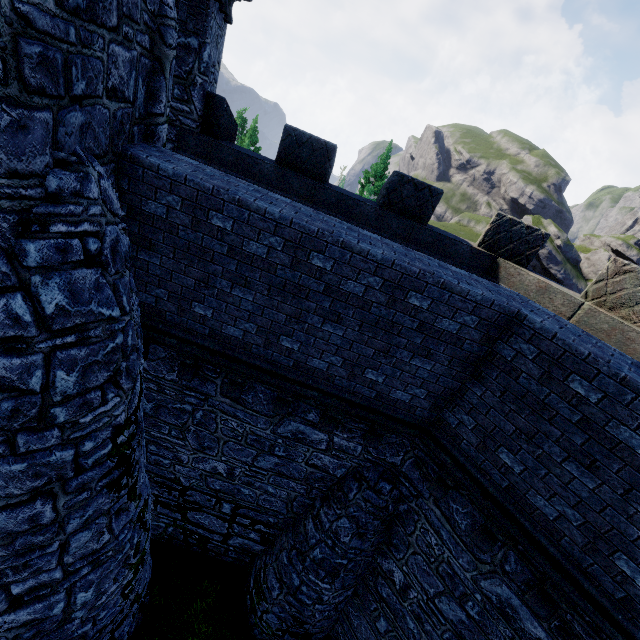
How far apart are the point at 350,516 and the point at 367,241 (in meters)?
6.06
